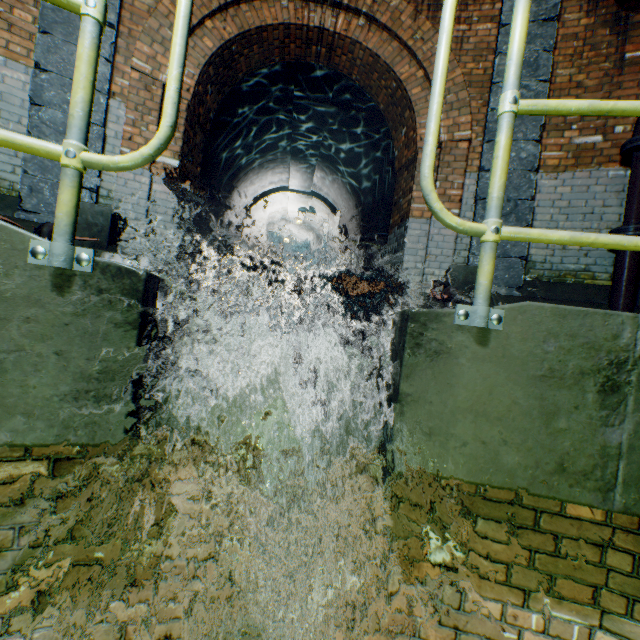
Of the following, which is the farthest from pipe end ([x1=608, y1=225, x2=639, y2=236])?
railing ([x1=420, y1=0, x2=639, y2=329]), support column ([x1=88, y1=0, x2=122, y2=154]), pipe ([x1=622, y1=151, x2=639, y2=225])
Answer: support column ([x1=88, y1=0, x2=122, y2=154])

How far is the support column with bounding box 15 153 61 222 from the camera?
3.4m

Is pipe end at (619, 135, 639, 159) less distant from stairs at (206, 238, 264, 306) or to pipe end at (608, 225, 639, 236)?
pipe end at (608, 225, 639, 236)

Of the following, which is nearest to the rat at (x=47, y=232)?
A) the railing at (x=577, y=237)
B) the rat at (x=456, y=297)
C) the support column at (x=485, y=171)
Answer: the railing at (x=577, y=237)

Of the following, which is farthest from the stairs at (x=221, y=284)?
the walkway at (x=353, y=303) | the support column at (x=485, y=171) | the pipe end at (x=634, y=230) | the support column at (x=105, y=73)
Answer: the pipe end at (x=634, y=230)

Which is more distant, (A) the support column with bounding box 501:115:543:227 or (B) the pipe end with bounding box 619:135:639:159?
(A) the support column with bounding box 501:115:543:227

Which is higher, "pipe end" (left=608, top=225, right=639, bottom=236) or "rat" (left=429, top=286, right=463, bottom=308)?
"pipe end" (left=608, top=225, right=639, bottom=236)

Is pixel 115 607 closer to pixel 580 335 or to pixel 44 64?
pixel 580 335
